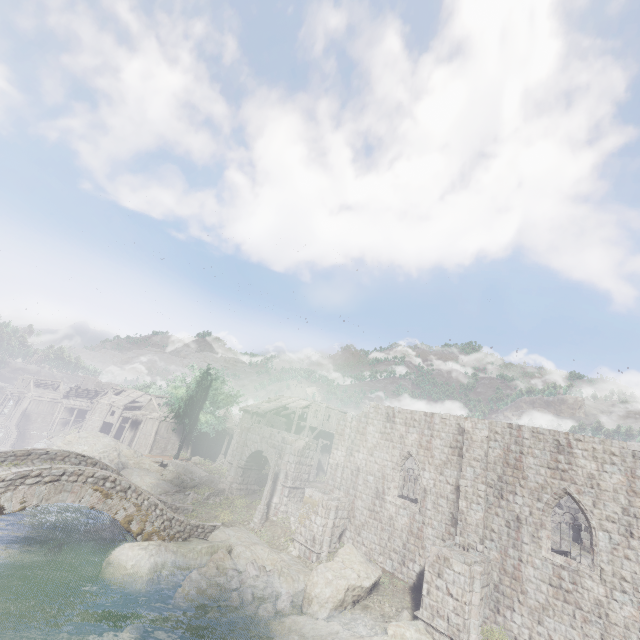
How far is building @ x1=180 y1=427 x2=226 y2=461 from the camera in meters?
49.3 m

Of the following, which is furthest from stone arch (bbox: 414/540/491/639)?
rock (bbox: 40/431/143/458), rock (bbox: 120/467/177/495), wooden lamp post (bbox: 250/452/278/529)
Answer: rock (bbox: 40/431/143/458)

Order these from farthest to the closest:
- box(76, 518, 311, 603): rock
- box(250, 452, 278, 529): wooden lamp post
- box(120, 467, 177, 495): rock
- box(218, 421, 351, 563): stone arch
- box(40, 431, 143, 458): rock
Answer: box(40, 431, 143, 458): rock, box(120, 467, 177, 495): rock, box(250, 452, 278, 529): wooden lamp post, box(218, 421, 351, 563): stone arch, box(76, 518, 311, 603): rock

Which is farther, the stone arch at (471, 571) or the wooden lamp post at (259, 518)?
the wooden lamp post at (259, 518)

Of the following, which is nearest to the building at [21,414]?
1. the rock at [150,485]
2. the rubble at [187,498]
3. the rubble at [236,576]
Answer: the rock at [150,485]

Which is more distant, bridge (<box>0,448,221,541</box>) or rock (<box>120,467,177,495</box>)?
rock (<box>120,467,177,495</box>)

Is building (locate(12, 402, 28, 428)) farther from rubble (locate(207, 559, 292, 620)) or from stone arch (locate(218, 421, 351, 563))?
rubble (locate(207, 559, 292, 620))

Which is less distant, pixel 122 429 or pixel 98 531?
pixel 98 531
